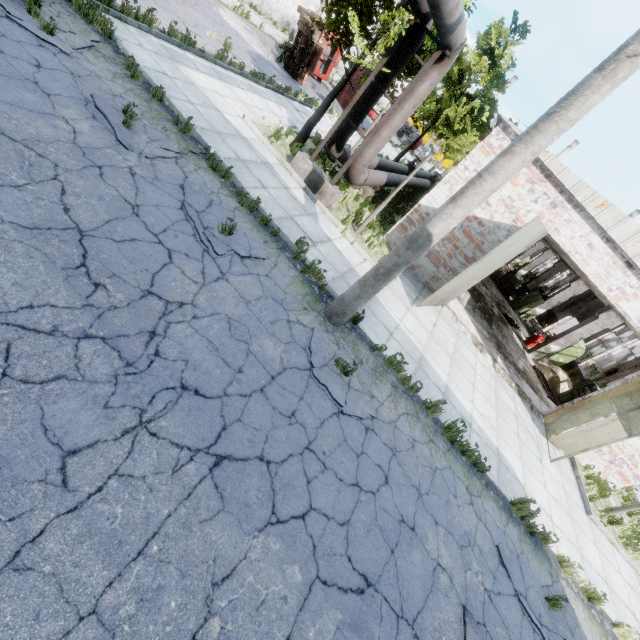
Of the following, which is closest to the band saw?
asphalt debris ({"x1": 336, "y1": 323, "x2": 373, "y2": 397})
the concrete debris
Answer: the concrete debris

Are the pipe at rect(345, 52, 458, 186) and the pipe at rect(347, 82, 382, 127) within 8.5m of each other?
yes

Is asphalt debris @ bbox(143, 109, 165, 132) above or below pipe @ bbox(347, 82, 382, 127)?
below

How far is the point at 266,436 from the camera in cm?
415

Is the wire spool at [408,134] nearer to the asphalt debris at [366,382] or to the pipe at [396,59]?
the pipe at [396,59]

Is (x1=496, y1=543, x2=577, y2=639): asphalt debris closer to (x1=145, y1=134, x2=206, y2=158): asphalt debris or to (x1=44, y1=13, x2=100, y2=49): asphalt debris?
(x1=145, y1=134, x2=206, y2=158): asphalt debris

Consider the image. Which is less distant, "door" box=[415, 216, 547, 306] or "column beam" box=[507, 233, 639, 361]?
"door" box=[415, 216, 547, 306]

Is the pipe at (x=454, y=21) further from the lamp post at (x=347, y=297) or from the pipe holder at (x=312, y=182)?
the lamp post at (x=347, y=297)
